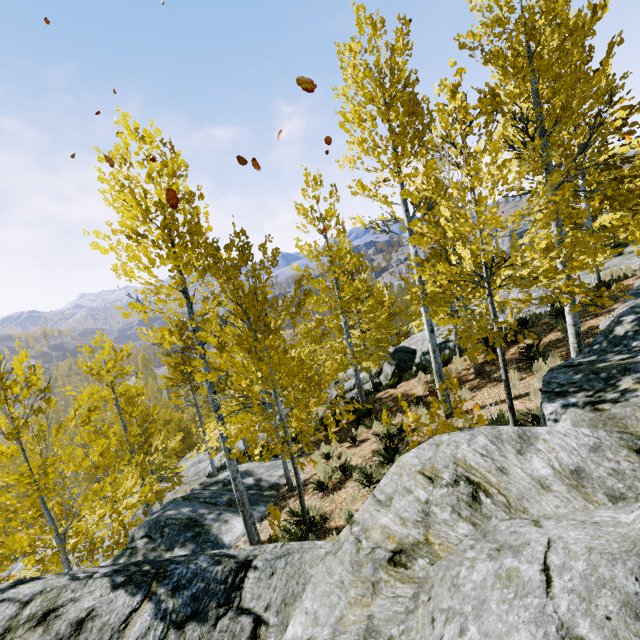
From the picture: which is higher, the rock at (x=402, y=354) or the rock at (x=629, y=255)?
the rock at (x=629, y=255)

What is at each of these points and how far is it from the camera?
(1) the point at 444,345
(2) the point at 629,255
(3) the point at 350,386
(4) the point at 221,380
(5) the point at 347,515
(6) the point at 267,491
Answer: (1) rock, 16.94m
(2) rock, 15.73m
(3) rock, 21.25m
(4) instancedfoliageactor, 19.44m
(5) instancedfoliageactor, 6.39m
(6) rock, 11.25m

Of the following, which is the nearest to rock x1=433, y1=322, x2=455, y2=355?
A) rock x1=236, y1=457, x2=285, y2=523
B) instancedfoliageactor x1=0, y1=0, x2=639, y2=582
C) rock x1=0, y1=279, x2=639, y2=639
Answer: instancedfoliageactor x1=0, y1=0, x2=639, y2=582

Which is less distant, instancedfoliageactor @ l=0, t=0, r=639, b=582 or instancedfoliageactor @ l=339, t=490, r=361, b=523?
instancedfoliageactor @ l=0, t=0, r=639, b=582

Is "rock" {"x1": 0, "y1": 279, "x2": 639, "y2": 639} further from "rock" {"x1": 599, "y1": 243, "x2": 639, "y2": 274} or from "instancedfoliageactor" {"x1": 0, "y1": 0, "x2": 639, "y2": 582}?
"rock" {"x1": 599, "y1": 243, "x2": 639, "y2": 274}

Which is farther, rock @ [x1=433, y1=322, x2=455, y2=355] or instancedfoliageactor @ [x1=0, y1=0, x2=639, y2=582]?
rock @ [x1=433, y1=322, x2=455, y2=355]

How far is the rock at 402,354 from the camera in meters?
18.4
